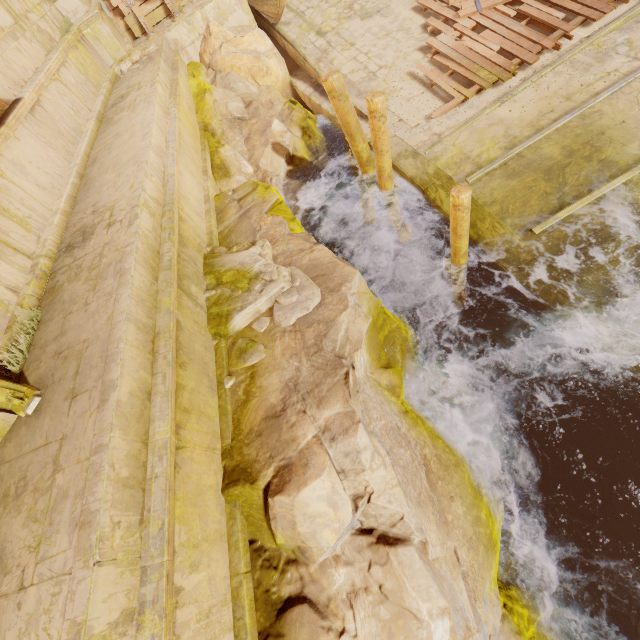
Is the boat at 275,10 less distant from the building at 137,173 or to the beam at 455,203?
the building at 137,173

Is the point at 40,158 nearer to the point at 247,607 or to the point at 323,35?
the point at 247,607

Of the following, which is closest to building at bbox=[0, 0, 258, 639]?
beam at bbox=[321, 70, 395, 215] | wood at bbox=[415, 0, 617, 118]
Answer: beam at bbox=[321, 70, 395, 215]

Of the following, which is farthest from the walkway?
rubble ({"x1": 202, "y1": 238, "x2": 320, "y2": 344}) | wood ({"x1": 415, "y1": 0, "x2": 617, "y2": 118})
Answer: rubble ({"x1": 202, "y1": 238, "x2": 320, "y2": 344})

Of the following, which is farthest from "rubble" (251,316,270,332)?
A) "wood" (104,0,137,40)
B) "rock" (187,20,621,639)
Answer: "wood" (104,0,137,40)

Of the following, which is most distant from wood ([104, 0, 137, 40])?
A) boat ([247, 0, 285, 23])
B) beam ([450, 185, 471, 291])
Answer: beam ([450, 185, 471, 291])

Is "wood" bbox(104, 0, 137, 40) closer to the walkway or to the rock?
the rock

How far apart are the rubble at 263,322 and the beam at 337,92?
2.8m
